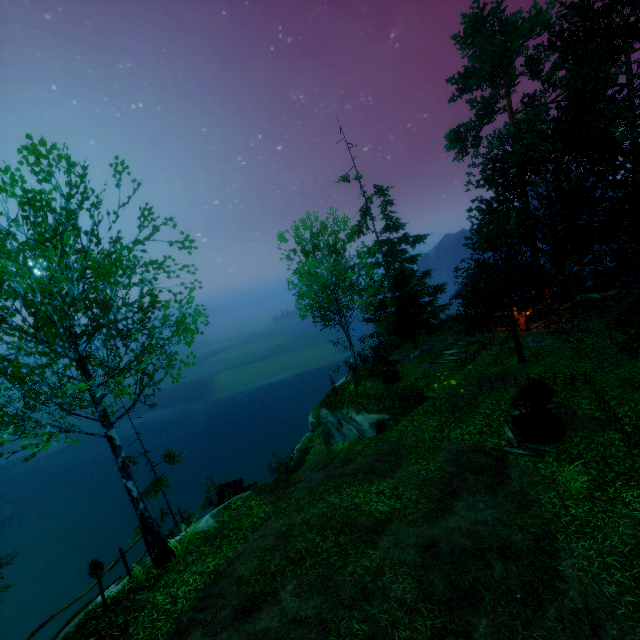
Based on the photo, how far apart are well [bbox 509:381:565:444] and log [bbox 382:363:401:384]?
7.0 meters

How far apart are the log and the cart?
8.8m

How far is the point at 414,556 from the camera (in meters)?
7.52

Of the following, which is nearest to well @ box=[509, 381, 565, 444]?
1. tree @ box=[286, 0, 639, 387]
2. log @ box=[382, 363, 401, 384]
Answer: tree @ box=[286, 0, 639, 387]

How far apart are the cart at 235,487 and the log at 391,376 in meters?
8.8 m

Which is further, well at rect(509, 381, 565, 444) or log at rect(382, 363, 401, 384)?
log at rect(382, 363, 401, 384)

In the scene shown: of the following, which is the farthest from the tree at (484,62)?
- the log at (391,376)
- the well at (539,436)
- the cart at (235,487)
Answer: the log at (391,376)

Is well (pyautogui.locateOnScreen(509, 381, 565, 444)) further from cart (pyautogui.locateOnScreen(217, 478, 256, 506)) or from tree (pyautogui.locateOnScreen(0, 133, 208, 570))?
cart (pyautogui.locateOnScreen(217, 478, 256, 506))
